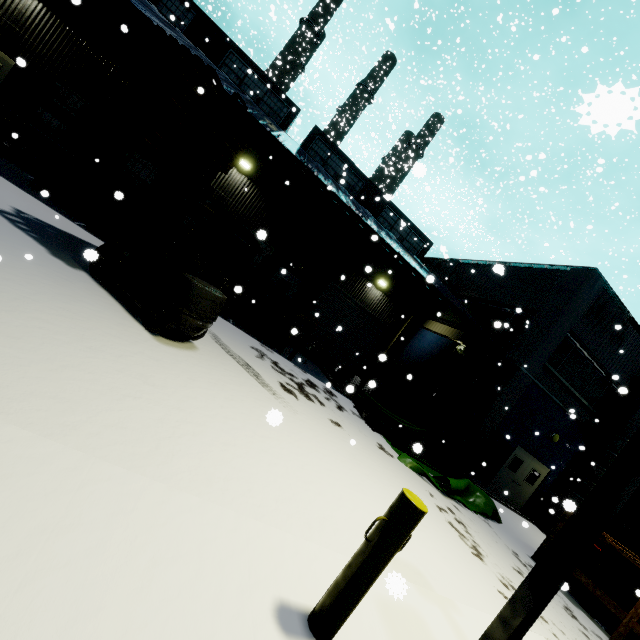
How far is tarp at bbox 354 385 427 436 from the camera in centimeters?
1280cm

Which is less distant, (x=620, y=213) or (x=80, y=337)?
(x=80, y=337)

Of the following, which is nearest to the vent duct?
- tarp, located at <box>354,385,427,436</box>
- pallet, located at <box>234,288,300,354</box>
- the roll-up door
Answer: tarp, located at <box>354,385,427,436</box>

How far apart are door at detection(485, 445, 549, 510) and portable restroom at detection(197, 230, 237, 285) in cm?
1372

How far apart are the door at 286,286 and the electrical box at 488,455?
11.3 meters

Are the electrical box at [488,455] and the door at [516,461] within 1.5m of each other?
yes

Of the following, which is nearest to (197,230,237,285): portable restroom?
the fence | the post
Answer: the post

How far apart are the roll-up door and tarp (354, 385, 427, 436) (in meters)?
5.03
